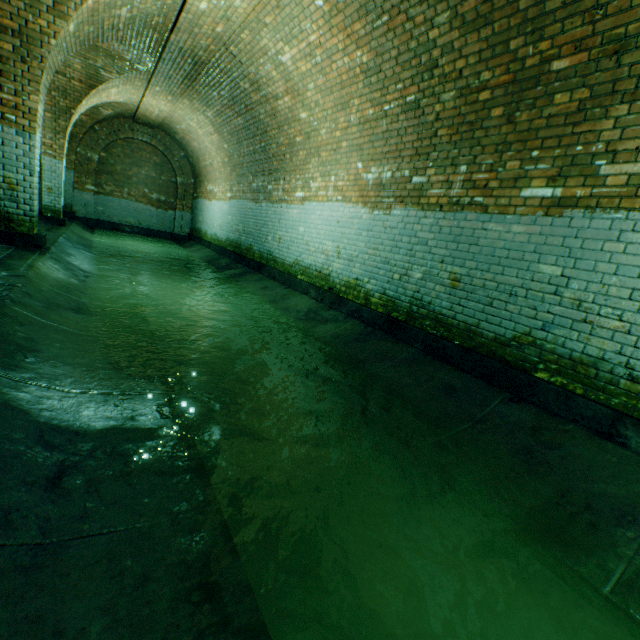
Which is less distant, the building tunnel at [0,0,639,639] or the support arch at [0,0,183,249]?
the building tunnel at [0,0,639,639]

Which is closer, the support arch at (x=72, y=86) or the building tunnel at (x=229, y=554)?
the building tunnel at (x=229, y=554)

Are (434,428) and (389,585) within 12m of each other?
yes
